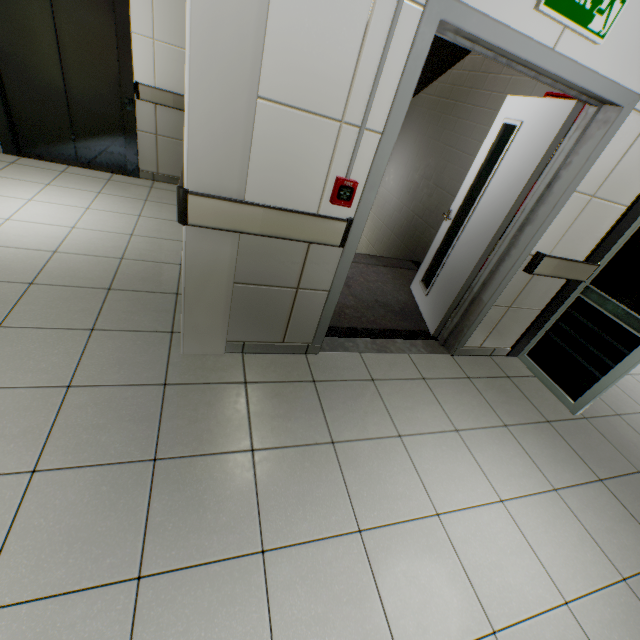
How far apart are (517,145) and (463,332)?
1.60m

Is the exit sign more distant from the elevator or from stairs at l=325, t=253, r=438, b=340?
the elevator

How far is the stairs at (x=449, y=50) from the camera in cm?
405

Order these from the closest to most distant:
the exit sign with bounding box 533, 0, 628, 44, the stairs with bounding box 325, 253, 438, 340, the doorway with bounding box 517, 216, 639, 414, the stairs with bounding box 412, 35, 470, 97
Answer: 1. the exit sign with bounding box 533, 0, 628, 44
2. the doorway with bounding box 517, 216, 639, 414
3. the stairs with bounding box 325, 253, 438, 340
4. the stairs with bounding box 412, 35, 470, 97

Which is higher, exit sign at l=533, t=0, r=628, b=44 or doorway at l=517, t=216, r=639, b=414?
exit sign at l=533, t=0, r=628, b=44

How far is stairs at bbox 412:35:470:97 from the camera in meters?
4.0

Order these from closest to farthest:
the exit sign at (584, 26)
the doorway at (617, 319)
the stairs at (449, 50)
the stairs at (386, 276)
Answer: the exit sign at (584, 26)
the doorway at (617, 319)
the stairs at (386, 276)
the stairs at (449, 50)
